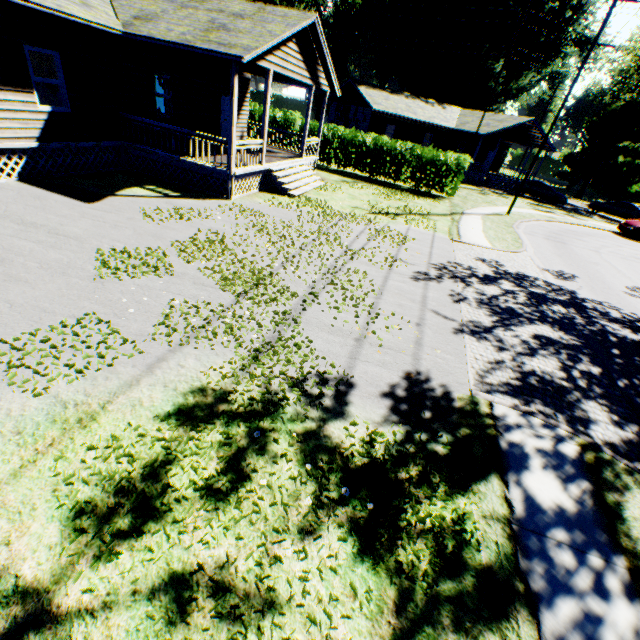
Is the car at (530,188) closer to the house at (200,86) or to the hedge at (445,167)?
the hedge at (445,167)

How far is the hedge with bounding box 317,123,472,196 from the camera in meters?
21.7

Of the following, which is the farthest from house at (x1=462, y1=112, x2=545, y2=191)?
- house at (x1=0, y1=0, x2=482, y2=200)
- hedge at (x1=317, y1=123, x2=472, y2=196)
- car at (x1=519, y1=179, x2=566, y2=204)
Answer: house at (x1=0, y1=0, x2=482, y2=200)

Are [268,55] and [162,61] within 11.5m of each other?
yes

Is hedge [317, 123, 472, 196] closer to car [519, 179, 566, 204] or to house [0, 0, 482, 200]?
house [0, 0, 482, 200]

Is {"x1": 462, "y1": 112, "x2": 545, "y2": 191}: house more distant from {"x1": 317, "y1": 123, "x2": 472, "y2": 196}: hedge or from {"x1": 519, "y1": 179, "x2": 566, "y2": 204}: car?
{"x1": 317, "y1": 123, "x2": 472, "y2": 196}: hedge

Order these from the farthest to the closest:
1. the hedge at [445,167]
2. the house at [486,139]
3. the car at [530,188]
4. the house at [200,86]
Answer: the house at [486,139]
the car at [530,188]
the hedge at [445,167]
the house at [200,86]

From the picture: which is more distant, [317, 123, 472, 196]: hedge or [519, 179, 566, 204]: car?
[519, 179, 566, 204]: car
